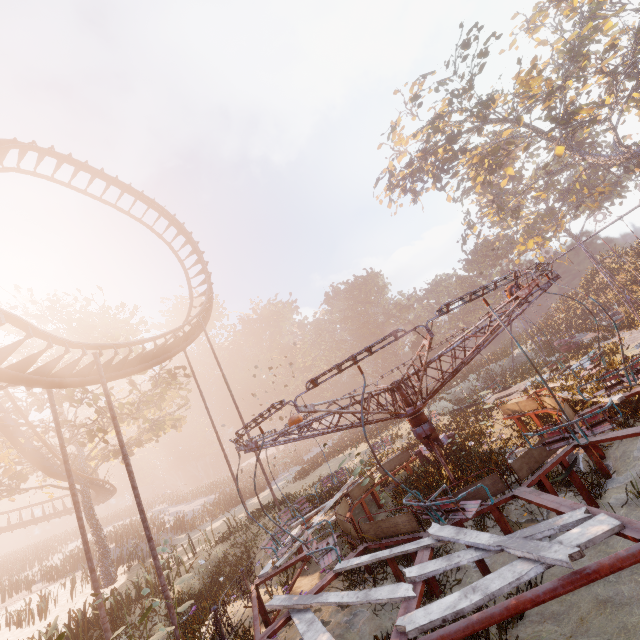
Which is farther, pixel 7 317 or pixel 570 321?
pixel 570 321

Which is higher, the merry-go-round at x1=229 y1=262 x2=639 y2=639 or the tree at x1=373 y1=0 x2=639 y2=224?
the tree at x1=373 y1=0 x2=639 y2=224

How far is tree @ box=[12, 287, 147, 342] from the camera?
20.89m

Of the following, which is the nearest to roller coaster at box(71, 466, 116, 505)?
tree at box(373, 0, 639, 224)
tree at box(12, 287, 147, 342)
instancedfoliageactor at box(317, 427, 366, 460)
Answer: tree at box(12, 287, 147, 342)

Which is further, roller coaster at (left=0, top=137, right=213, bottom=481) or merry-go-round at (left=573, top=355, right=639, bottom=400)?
roller coaster at (left=0, top=137, right=213, bottom=481)

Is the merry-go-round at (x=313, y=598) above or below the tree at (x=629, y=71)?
below

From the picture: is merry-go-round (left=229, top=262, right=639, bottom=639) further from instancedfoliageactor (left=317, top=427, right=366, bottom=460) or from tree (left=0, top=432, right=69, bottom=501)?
tree (left=0, top=432, right=69, bottom=501)

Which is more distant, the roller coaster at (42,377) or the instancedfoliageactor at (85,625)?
the roller coaster at (42,377)
